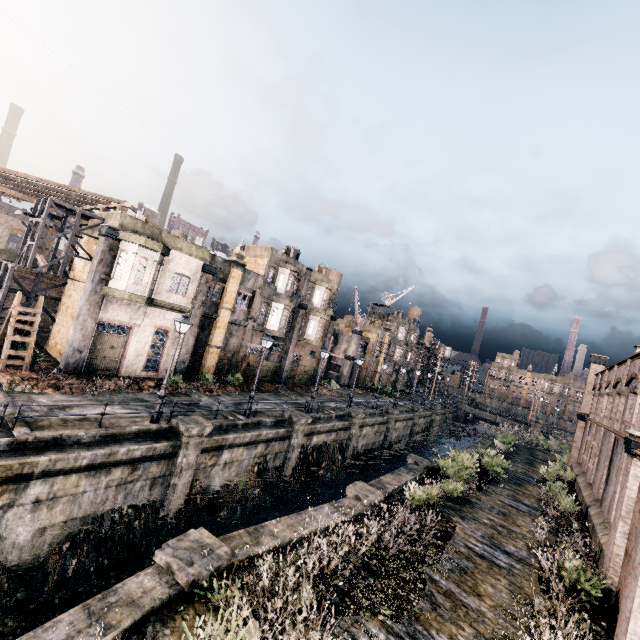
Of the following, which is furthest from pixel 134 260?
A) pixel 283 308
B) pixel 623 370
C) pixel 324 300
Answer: pixel 623 370

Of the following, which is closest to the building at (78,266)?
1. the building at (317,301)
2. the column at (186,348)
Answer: the column at (186,348)

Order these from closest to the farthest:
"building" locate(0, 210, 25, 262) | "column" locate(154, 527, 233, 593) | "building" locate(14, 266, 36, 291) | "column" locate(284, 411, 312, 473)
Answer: "column" locate(154, 527, 233, 593) < "column" locate(284, 411, 312, 473) < "building" locate(14, 266, 36, 291) < "building" locate(0, 210, 25, 262)

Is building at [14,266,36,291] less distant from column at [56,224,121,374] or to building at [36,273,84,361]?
building at [36,273,84,361]

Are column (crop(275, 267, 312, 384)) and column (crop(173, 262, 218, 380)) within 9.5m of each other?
no

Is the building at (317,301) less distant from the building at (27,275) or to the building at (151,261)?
the building at (151,261)

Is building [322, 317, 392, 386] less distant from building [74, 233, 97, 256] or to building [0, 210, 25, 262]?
building [74, 233, 97, 256]

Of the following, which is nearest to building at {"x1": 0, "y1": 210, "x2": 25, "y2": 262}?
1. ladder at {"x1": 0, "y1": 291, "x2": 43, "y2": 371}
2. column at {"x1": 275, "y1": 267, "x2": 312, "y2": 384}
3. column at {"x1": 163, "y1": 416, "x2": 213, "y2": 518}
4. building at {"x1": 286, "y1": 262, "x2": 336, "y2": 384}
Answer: ladder at {"x1": 0, "y1": 291, "x2": 43, "y2": 371}
